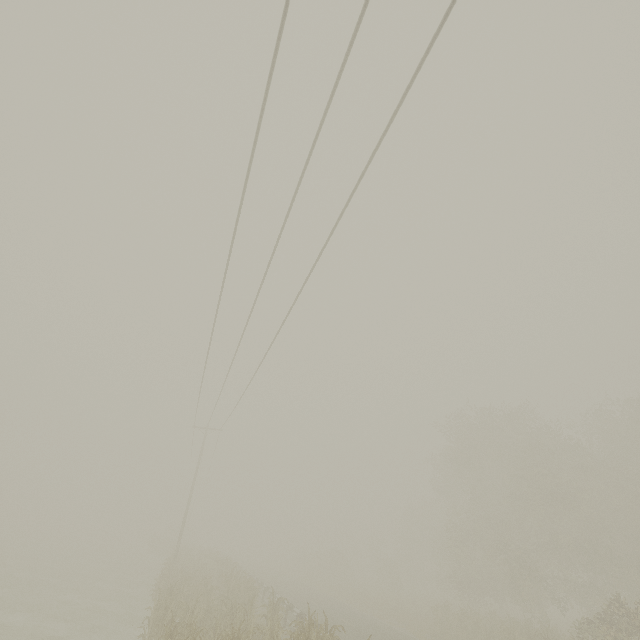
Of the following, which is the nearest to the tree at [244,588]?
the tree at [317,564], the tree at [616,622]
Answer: the tree at [317,564]

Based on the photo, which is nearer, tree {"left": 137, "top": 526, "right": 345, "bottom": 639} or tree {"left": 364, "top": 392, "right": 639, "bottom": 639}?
tree {"left": 137, "top": 526, "right": 345, "bottom": 639}

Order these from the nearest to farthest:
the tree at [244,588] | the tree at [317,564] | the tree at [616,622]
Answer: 1. the tree at [244,588]
2. the tree at [616,622]
3. the tree at [317,564]

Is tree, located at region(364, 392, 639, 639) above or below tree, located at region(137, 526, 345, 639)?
above

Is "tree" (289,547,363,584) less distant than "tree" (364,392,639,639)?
No

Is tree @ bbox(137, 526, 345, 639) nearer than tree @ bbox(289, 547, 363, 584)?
Yes

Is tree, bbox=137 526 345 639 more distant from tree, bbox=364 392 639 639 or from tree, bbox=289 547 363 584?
tree, bbox=364 392 639 639

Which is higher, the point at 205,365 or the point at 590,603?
the point at 205,365
